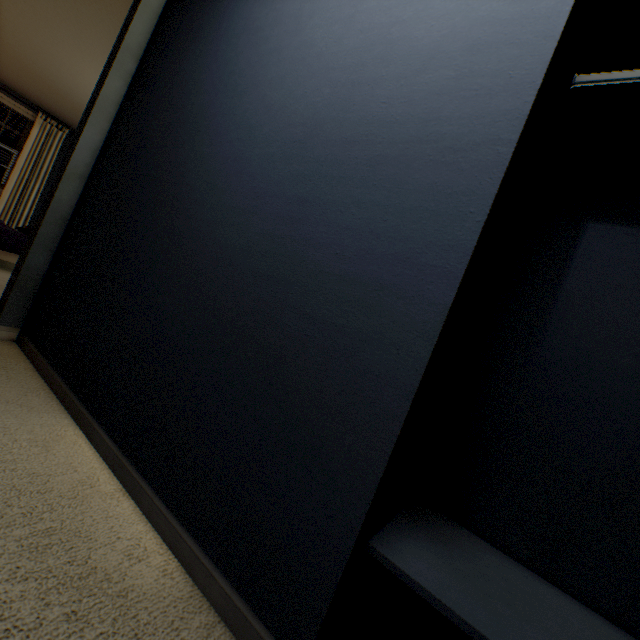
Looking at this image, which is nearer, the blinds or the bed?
the bed

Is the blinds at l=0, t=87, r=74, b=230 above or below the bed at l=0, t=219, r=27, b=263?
above

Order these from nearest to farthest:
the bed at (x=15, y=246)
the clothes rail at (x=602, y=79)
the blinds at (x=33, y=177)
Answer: the clothes rail at (x=602, y=79)
the bed at (x=15, y=246)
the blinds at (x=33, y=177)

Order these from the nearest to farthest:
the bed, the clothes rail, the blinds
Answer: the clothes rail
the bed
the blinds

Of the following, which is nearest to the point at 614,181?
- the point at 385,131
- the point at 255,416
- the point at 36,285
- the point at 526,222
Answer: the point at 526,222

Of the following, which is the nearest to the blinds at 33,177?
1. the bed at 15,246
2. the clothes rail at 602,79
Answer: the bed at 15,246

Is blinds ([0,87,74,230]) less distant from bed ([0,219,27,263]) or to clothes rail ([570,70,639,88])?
bed ([0,219,27,263])

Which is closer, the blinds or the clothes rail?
the clothes rail
